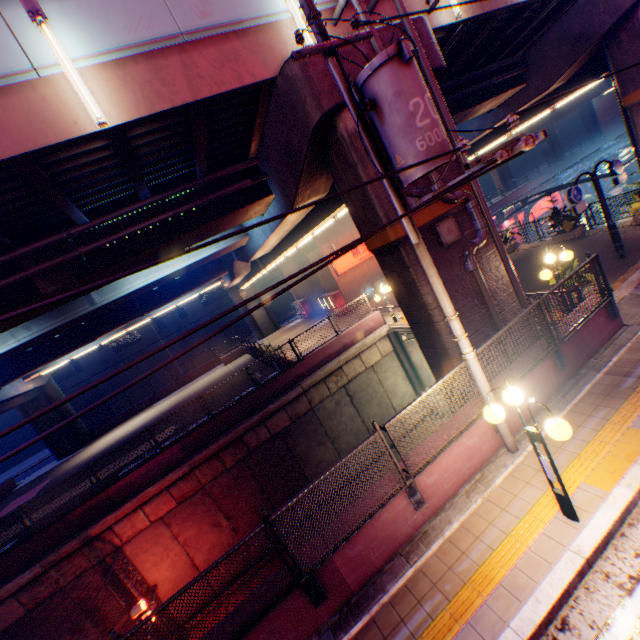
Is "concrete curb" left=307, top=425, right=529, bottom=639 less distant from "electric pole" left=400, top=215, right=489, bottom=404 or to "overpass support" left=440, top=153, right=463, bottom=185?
"electric pole" left=400, top=215, right=489, bottom=404

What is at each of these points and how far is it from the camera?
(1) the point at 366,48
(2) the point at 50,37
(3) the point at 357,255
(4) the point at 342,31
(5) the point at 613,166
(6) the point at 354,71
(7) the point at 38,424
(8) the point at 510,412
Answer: (1) overpass support, 7.24m
(2) street lamp, 5.71m
(3) sign, 26.41m
(4) overpass support, 7.96m
(5) sign, 11.24m
(6) overpass support, 7.12m
(7) overpass support, 29.81m
(8) concrete block, 6.82m

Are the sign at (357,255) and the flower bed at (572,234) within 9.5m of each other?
no

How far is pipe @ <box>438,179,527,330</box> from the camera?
8.0 meters

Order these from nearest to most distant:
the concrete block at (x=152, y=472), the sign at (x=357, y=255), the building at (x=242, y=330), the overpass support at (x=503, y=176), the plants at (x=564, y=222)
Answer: the concrete block at (x=152, y=472)
the plants at (x=564, y=222)
the sign at (x=357, y=255)
the building at (x=242, y=330)
the overpass support at (x=503, y=176)

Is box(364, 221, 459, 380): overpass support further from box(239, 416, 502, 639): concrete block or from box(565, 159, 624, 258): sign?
box(565, 159, 624, 258): sign

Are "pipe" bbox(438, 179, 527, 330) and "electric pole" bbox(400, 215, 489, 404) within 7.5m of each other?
yes

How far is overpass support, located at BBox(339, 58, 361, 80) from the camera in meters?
7.0 m
